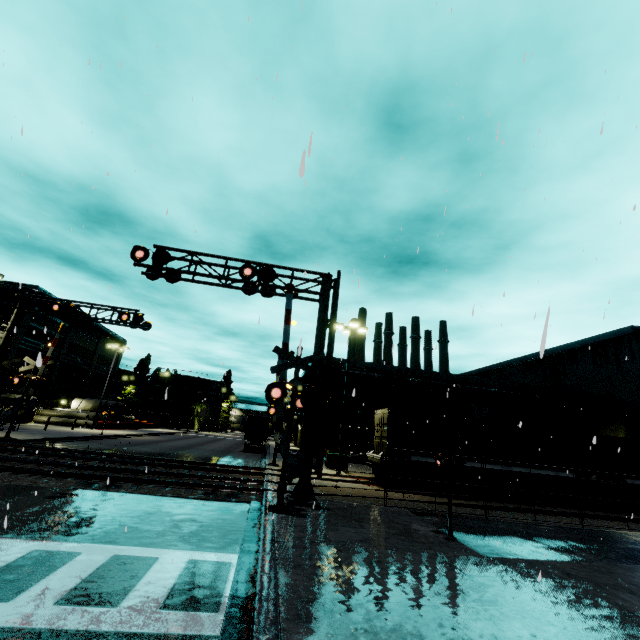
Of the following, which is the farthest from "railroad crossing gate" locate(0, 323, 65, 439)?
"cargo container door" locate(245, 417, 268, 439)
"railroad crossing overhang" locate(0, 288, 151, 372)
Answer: "cargo container door" locate(245, 417, 268, 439)

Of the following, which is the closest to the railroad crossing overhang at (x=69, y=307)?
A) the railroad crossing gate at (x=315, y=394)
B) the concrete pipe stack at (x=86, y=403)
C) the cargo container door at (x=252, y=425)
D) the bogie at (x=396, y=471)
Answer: the railroad crossing gate at (x=315, y=394)

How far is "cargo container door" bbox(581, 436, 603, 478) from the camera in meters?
19.4 m

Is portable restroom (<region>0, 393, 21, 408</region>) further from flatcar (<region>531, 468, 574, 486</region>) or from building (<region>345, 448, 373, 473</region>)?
flatcar (<region>531, 468, 574, 486</region>)

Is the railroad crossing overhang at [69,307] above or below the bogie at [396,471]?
above

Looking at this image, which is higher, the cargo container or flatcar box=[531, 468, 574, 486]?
the cargo container

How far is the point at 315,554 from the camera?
6.54m

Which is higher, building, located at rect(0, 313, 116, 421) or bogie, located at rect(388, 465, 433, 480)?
building, located at rect(0, 313, 116, 421)
